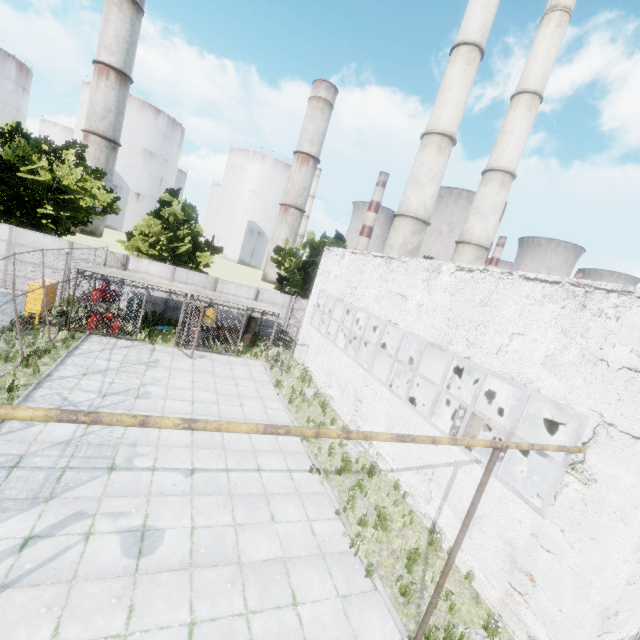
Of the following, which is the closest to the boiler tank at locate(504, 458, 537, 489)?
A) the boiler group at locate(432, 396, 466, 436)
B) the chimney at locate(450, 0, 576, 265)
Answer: the boiler group at locate(432, 396, 466, 436)

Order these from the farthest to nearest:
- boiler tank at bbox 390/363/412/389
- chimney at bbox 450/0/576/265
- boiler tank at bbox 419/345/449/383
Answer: chimney at bbox 450/0/576/265, boiler tank at bbox 390/363/412/389, boiler tank at bbox 419/345/449/383

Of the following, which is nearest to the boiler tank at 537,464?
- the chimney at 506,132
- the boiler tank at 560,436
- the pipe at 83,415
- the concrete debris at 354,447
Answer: the boiler tank at 560,436

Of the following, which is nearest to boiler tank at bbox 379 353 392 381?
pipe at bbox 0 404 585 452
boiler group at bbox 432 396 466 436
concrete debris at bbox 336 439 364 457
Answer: boiler group at bbox 432 396 466 436

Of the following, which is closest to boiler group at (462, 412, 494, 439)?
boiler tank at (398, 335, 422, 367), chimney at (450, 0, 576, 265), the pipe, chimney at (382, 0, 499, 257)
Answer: boiler tank at (398, 335, 422, 367)

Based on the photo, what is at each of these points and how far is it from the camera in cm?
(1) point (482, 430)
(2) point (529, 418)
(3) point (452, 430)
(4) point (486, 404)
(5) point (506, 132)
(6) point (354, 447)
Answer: (1) boiler group, 893
(2) boiler tank, 1495
(3) boiler group, 975
(4) boiler tank, 1452
(5) chimney, 2631
(6) concrete debris, 1303

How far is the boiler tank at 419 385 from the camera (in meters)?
17.43

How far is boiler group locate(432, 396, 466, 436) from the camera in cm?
955
